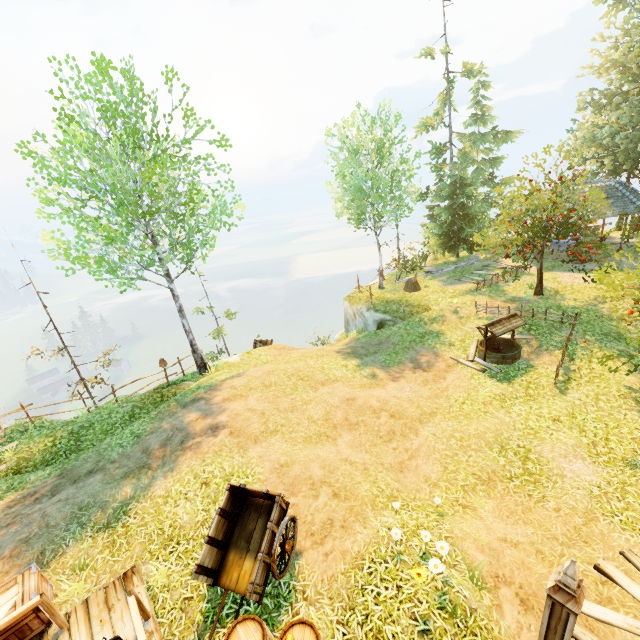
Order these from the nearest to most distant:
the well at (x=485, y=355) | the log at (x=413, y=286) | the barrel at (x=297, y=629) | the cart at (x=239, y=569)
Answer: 1. the barrel at (x=297, y=629)
2. the cart at (x=239, y=569)
3. the well at (x=485, y=355)
4. the log at (x=413, y=286)

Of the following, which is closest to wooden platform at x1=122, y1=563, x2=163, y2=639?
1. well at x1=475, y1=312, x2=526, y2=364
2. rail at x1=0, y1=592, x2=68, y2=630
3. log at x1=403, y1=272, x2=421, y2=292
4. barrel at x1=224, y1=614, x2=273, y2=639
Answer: rail at x1=0, y1=592, x2=68, y2=630

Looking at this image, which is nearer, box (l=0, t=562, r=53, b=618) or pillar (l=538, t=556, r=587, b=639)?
pillar (l=538, t=556, r=587, b=639)

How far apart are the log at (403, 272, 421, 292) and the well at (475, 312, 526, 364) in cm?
705

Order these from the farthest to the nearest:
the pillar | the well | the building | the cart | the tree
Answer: the building, the tree, the well, the cart, the pillar

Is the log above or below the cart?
below

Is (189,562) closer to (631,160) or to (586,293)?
(586,293)

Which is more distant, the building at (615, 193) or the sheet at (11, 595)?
the building at (615, 193)
